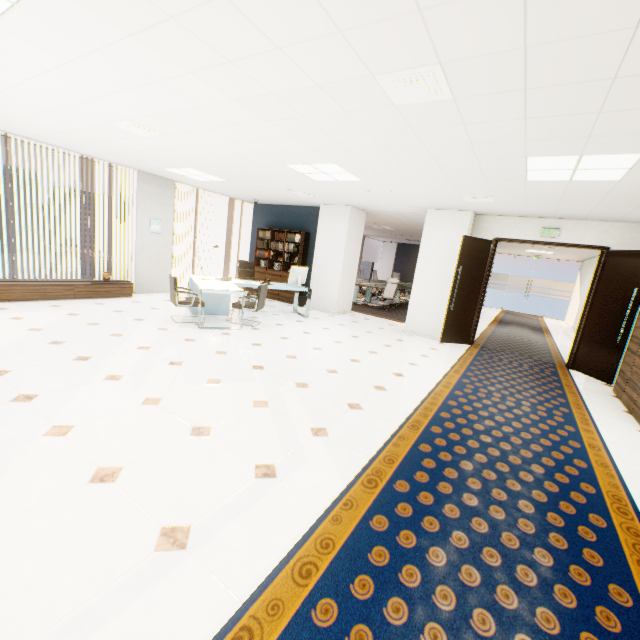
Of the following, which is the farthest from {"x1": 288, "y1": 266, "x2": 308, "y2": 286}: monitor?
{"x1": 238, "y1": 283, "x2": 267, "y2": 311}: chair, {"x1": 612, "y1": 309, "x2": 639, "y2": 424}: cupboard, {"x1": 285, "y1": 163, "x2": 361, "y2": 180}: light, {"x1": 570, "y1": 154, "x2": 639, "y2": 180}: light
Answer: {"x1": 612, "y1": 309, "x2": 639, "y2": 424}: cupboard

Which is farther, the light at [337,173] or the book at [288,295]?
the book at [288,295]

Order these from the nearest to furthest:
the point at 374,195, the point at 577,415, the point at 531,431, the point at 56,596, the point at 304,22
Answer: the point at 56,596 < the point at 304,22 < the point at 531,431 < the point at 577,415 < the point at 374,195

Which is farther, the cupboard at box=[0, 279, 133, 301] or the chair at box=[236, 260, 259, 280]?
the chair at box=[236, 260, 259, 280]

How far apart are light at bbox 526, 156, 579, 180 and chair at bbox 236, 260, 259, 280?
6.4 meters

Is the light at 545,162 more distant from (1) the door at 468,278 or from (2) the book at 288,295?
(2) the book at 288,295

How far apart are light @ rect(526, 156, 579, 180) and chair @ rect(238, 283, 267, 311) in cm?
460

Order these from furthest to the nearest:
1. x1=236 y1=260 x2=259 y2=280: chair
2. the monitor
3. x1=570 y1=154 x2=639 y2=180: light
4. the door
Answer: x1=236 y1=260 x2=259 y2=280: chair < the monitor < the door < x1=570 y1=154 x2=639 y2=180: light
